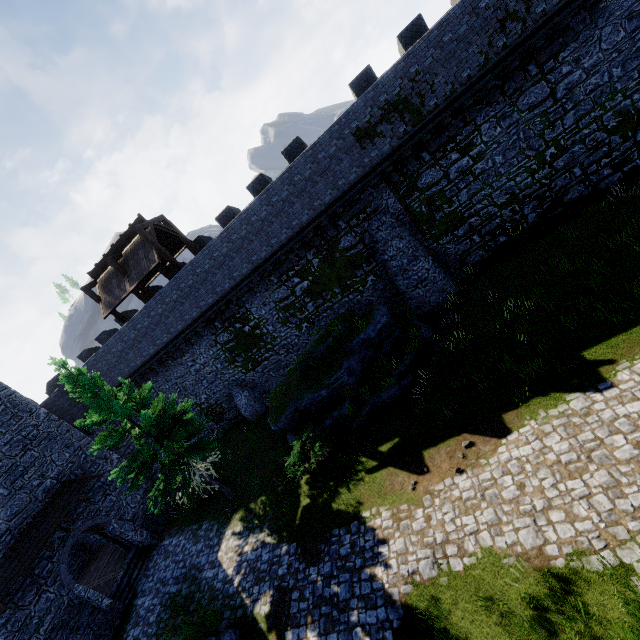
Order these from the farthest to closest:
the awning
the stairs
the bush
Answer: the stairs, the awning, the bush

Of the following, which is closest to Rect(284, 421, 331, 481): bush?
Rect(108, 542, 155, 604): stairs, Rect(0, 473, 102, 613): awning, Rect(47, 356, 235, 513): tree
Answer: Rect(47, 356, 235, 513): tree

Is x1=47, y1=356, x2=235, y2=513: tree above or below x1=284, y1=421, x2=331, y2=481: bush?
above

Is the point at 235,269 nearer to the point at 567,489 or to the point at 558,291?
the point at 558,291

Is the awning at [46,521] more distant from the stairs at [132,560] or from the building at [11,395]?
the stairs at [132,560]

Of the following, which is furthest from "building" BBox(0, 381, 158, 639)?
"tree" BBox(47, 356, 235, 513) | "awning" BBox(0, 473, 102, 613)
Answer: "tree" BBox(47, 356, 235, 513)

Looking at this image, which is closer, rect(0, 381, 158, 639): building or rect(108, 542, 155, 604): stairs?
rect(0, 381, 158, 639): building

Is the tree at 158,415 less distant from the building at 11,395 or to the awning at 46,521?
the awning at 46,521
